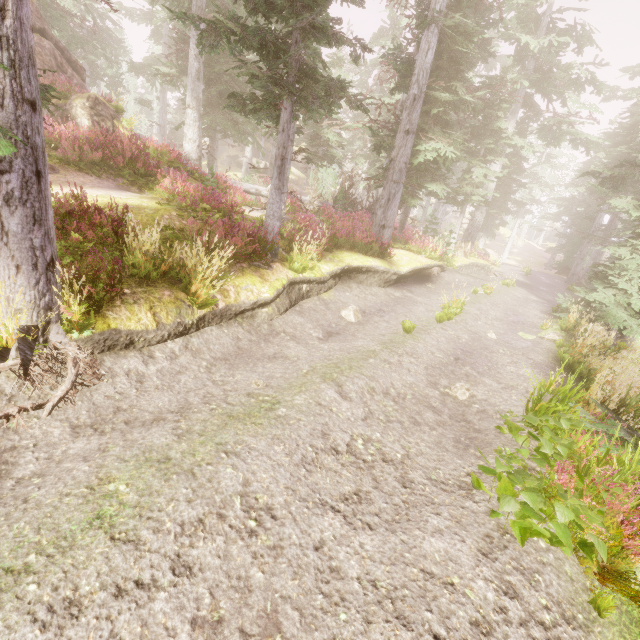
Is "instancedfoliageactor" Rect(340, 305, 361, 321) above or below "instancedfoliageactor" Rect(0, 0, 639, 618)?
below

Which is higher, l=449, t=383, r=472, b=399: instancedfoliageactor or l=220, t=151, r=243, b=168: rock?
l=220, t=151, r=243, b=168: rock

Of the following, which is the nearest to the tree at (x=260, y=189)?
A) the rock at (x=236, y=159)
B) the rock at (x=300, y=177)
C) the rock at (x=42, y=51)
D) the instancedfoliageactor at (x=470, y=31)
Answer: the instancedfoliageactor at (x=470, y=31)

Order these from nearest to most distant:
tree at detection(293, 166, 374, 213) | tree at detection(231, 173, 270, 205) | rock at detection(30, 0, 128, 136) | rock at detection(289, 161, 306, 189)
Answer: rock at detection(30, 0, 128, 136) < tree at detection(231, 173, 270, 205) < tree at detection(293, 166, 374, 213) < rock at detection(289, 161, 306, 189)

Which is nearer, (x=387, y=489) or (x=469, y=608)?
(x=469, y=608)

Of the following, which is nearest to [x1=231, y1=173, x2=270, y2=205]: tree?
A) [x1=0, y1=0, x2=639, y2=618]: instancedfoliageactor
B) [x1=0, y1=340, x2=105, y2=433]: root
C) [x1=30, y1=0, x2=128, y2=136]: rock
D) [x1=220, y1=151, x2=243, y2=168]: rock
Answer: [x1=0, y1=0, x2=639, y2=618]: instancedfoliageactor

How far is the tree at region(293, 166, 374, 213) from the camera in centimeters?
1966cm

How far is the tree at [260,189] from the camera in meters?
17.5
